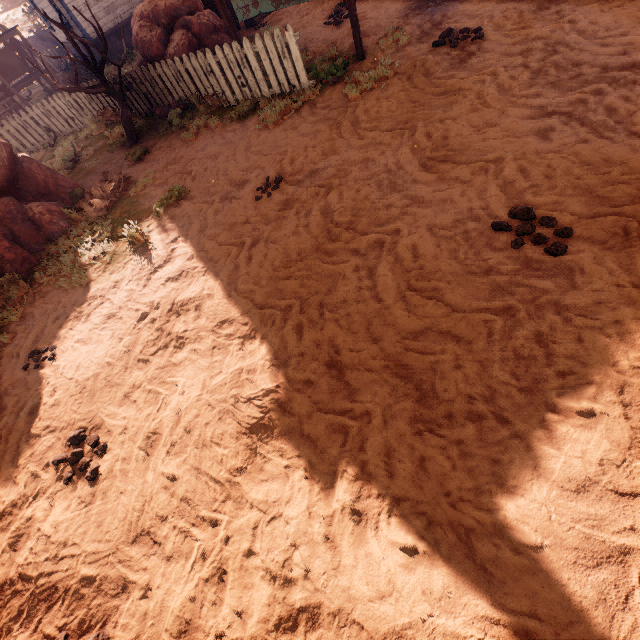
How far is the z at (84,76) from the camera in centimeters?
1408cm

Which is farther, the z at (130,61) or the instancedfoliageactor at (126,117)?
the z at (130,61)

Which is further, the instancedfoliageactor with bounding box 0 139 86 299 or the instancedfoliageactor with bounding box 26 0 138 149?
the instancedfoliageactor with bounding box 26 0 138 149

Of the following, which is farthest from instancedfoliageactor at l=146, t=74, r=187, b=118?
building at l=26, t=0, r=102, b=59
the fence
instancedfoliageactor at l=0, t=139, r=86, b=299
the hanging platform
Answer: building at l=26, t=0, r=102, b=59

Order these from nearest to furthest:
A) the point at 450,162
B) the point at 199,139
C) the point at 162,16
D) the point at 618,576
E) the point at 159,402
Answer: the point at 618,576 < the point at 159,402 < the point at 450,162 < the point at 199,139 < the point at 162,16

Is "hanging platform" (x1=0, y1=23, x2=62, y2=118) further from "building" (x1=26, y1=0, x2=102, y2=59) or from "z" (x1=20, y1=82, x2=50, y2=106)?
"building" (x1=26, y1=0, x2=102, y2=59)

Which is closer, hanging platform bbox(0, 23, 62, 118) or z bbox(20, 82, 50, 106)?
hanging platform bbox(0, 23, 62, 118)

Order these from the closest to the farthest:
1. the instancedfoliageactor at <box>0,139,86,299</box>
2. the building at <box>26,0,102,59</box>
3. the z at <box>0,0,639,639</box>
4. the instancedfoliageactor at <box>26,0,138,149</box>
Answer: the z at <box>0,0,639,639</box>, the instancedfoliageactor at <box>0,139,86,299</box>, the instancedfoliageactor at <box>26,0,138,149</box>, the building at <box>26,0,102,59</box>
